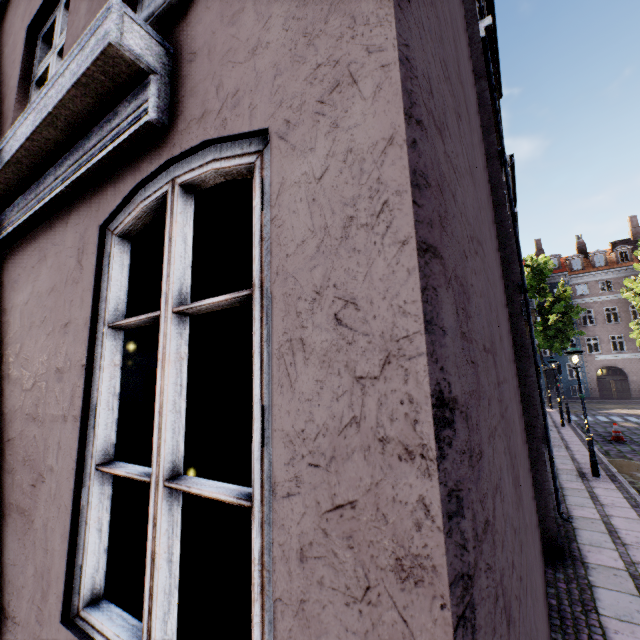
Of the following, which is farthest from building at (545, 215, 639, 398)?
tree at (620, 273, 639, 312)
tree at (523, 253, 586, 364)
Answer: tree at (523, 253, 586, 364)

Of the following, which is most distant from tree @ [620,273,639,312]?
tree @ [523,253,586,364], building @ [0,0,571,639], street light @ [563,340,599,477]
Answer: street light @ [563,340,599,477]

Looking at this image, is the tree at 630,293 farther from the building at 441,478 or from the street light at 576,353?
the street light at 576,353

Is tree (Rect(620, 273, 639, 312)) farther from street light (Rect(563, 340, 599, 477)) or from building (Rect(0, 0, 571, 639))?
street light (Rect(563, 340, 599, 477))

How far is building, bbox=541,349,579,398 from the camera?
34.6m

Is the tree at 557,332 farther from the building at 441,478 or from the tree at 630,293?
the tree at 630,293

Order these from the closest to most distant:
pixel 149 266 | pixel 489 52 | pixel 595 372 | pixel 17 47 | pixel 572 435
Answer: pixel 17 47 → pixel 149 266 → pixel 489 52 → pixel 572 435 → pixel 595 372

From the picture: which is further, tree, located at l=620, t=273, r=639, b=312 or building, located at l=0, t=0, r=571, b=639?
tree, located at l=620, t=273, r=639, b=312
